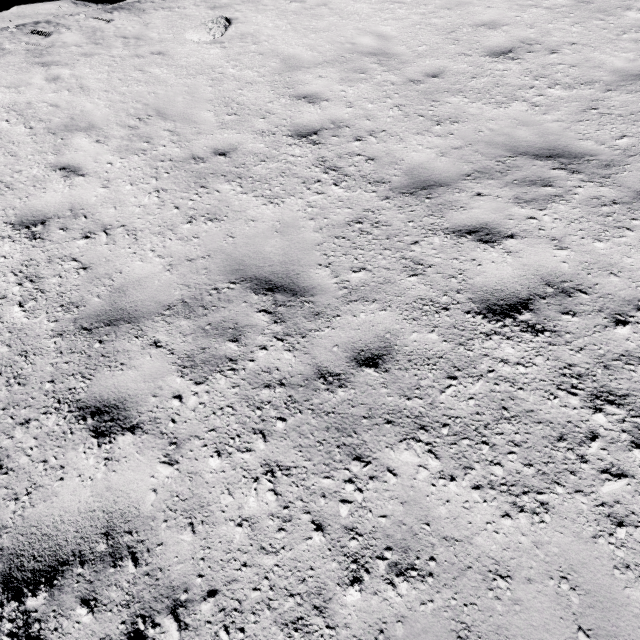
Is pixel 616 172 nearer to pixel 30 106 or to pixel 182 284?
pixel 182 284

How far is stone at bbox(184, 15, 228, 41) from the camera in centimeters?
722cm

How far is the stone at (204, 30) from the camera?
7.2 meters
